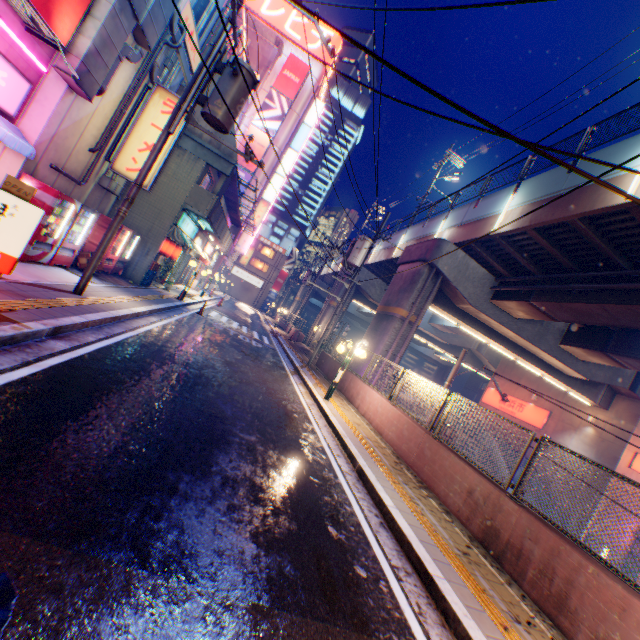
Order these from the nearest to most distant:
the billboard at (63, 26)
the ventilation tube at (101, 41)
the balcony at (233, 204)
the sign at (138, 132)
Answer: the billboard at (63, 26)
the ventilation tube at (101, 41)
the sign at (138, 132)
the balcony at (233, 204)

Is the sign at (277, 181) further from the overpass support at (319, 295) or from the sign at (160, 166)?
the sign at (160, 166)

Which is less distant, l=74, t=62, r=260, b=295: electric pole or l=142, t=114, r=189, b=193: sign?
l=74, t=62, r=260, b=295: electric pole

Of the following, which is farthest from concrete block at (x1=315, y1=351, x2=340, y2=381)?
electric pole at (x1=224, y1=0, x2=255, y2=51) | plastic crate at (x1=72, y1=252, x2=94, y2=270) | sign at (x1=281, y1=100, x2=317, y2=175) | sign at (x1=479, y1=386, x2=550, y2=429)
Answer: sign at (x1=281, y1=100, x2=317, y2=175)

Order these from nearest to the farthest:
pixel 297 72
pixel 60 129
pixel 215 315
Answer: pixel 60 129, pixel 215 315, pixel 297 72

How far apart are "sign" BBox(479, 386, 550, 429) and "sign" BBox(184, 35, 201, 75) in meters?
30.9 m

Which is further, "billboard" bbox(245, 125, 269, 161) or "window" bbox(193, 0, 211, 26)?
"billboard" bbox(245, 125, 269, 161)

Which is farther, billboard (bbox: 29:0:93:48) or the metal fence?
billboard (bbox: 29:0:93:48)
